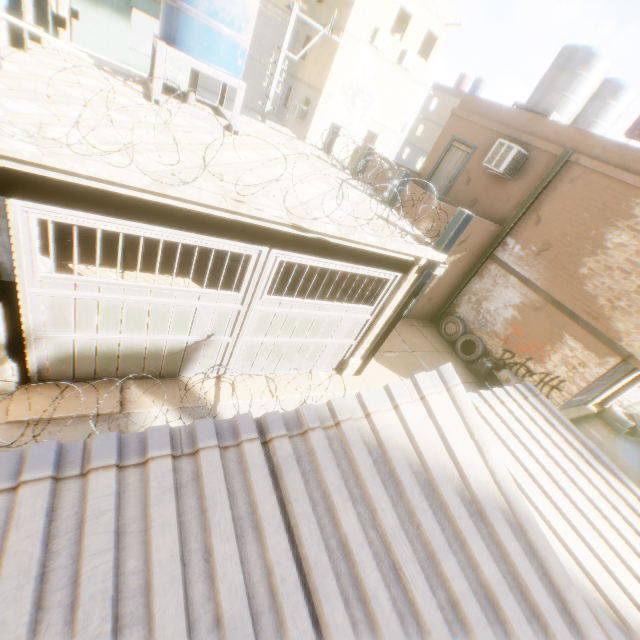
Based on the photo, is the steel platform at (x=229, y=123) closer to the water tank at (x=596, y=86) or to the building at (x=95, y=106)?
the building at (x=95, y=106)

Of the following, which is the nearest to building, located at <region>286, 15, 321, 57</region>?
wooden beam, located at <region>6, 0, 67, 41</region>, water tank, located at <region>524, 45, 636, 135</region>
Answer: wooden beam, located at <region>6, 0, 67, 41</region>

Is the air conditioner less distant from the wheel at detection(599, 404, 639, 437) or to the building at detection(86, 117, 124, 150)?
the building at detection(86, 117, 124, 150)

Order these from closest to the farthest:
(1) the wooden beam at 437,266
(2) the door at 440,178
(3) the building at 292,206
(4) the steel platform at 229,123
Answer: (3) the building at 292,206 → (4) the steel platform at 229,123 → (1) the wooden beam at 437,266 → (2) the door at 440,178

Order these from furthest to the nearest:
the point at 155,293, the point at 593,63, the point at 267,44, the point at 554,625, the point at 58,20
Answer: the point at 267,44 → the point at 593,63 → the point at 58,20 → the point at 155,293 → the point at 554,625

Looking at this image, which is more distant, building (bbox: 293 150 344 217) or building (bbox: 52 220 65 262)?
building (bbox: 52 220 65 262)

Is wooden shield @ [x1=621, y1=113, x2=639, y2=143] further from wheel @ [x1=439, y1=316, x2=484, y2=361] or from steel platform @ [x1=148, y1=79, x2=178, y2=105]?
steel platform @ [x1=148, y1=79, x2=178, y2=105]
